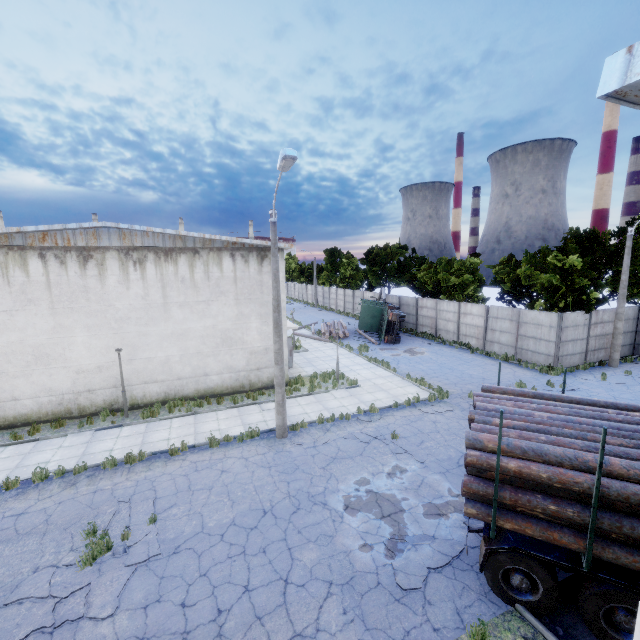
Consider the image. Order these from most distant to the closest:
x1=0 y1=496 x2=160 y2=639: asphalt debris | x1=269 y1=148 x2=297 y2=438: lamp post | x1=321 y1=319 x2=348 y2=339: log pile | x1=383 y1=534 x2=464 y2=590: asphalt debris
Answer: x1=321 y1=319 x2=348 y2=339: log pile → x1=269 y1=148 x2=297 y2=438: lamp post → x1=383 y1=534 x2=464 y2=590: asphalt debris → x1=0 y1=496 x2=160 y2=639: asphalt debris

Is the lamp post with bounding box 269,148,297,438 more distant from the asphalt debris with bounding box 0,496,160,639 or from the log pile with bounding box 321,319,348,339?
the log pile with bounding box 321,319,348,339

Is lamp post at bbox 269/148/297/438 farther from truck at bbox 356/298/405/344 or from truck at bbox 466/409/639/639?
truck at bbox 356/298/405/344

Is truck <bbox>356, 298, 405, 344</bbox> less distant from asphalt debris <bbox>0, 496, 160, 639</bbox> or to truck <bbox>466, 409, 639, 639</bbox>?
truck <bbox>466, 409, 639, 639</bbox>

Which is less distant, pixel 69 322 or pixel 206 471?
pixel 206 471

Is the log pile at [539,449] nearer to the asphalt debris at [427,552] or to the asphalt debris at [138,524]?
the asphalt debris at [427,552]

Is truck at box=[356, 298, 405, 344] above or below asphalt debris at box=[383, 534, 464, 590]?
above

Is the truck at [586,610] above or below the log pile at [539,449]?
below
